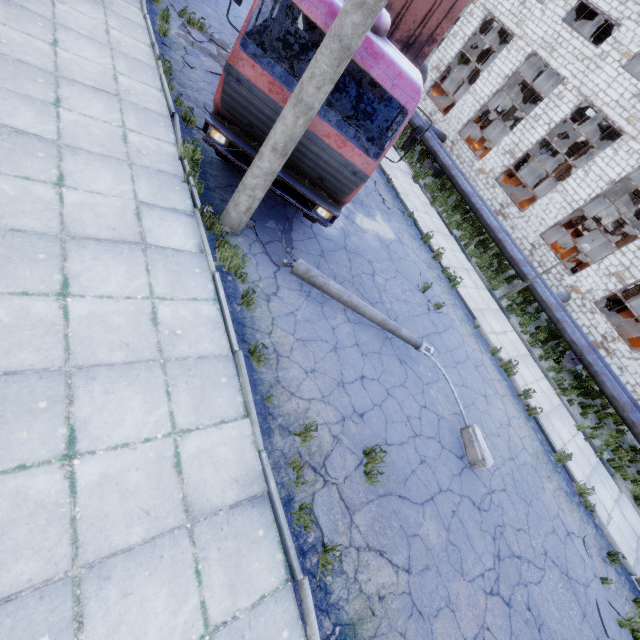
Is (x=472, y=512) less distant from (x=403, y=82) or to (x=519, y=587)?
(x=519, y=587)

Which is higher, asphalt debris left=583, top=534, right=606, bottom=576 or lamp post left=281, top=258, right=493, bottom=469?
lamp post left=281, top=258, right=493, bottom=469

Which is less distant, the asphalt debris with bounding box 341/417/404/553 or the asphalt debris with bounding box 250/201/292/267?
the asphalt debris with bounding box 341/417/404/553

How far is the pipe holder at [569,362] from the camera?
13.1m

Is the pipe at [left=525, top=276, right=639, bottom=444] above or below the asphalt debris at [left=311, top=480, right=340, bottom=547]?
above

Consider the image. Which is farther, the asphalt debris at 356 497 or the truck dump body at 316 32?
the truck dump body at 316 32

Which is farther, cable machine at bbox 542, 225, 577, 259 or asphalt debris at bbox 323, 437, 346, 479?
cable machine at bbox 542, 225, 577, 259

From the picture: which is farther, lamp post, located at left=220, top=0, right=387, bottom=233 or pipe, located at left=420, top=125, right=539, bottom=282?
pipe, located at left=420, top=125, right=539, bottom=282
